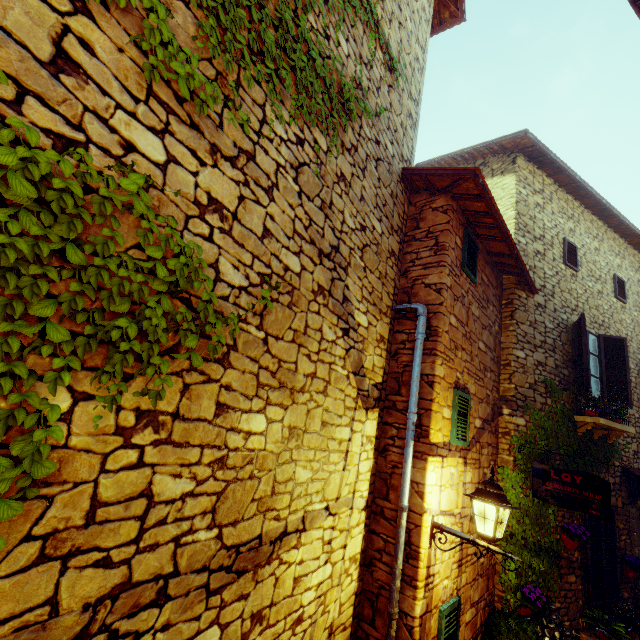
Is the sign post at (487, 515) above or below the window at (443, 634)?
above

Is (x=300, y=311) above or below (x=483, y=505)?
above

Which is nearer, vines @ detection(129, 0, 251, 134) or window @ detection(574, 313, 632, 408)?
vines @ detection(129, 0, 251, 134)

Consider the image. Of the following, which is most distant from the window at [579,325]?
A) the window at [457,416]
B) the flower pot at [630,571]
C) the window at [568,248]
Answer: the window at [457,416]

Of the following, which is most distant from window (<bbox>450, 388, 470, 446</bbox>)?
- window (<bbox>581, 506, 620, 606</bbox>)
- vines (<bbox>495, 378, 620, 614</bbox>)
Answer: window (<bbox>581, 506, 620, 606</bbox>)

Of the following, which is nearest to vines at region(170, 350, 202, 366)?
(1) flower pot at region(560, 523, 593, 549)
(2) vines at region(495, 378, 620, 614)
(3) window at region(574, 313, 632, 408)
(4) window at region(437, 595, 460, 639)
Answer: (4) window at region(437, 595, 460, 639)

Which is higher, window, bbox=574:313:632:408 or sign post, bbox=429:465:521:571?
window, bbox=574:313:632:408

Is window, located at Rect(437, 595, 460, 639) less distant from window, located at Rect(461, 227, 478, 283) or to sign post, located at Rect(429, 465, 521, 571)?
sign post, located at Rect(429, 465, 521, 571)
